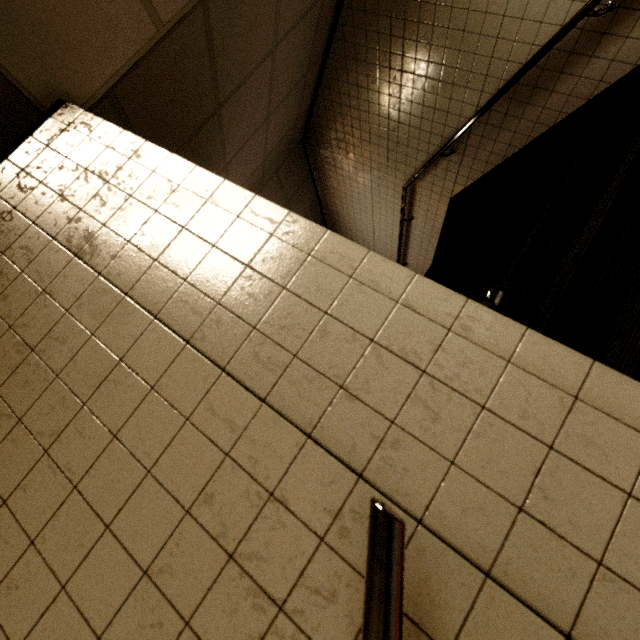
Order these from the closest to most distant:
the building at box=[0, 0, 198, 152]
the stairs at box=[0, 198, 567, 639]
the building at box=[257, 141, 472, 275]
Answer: the stairs at box=[0, 198, 567, 639] → the building at box=[0, 0, 198, 152] → the building at box=[257, 141, 472, 275]

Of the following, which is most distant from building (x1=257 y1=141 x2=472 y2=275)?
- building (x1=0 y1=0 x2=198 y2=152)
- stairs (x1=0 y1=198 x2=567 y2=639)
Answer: building (x1=0 y1=0 x2=198 y2=152)

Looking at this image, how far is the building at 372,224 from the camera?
4.9 meters

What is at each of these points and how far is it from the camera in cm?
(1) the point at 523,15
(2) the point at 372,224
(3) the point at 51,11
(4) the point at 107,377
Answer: (1) stairs, 245
(2) building, 623
(3) building, 130
(4) stairs, 91

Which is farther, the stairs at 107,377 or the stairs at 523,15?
the stairs at 523,15

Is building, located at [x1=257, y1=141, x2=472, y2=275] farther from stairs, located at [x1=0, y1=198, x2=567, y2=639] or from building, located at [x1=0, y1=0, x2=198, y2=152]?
building, located at [x1=0, y1=0, x2=198, y2=152]

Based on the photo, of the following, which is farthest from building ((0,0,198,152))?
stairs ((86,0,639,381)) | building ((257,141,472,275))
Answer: building ((257,141,472,275))

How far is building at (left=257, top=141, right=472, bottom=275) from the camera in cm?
490
